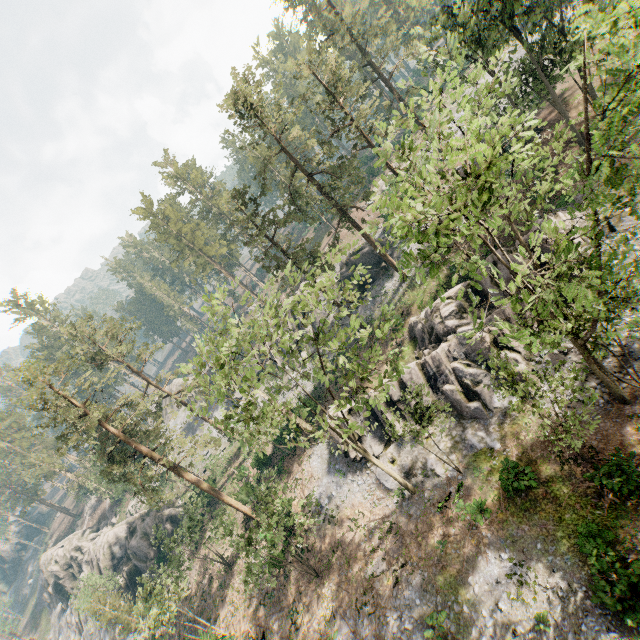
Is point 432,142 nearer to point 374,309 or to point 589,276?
point 589,276

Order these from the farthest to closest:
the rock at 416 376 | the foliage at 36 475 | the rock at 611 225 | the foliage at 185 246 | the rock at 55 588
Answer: the foliage at 36 475 < the foliage at 185 246 < the rock at 55 588 < the rock at 416 376 < the rock at 611 225

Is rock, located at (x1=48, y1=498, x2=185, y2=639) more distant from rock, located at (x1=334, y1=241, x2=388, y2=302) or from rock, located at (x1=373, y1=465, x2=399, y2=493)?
rock, located at (x1=373, y1=465, x2=399, y2=493)

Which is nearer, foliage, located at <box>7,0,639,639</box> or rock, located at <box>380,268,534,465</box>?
foliage, located at <box>7,0,639,639</box>

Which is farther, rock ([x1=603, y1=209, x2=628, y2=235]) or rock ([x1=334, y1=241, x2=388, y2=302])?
rock ([x1=334, y1=241, x2=388, y2=302])

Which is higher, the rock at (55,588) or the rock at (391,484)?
the rock at (55,588)

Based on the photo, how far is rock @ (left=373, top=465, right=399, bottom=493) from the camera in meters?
25.4 m
